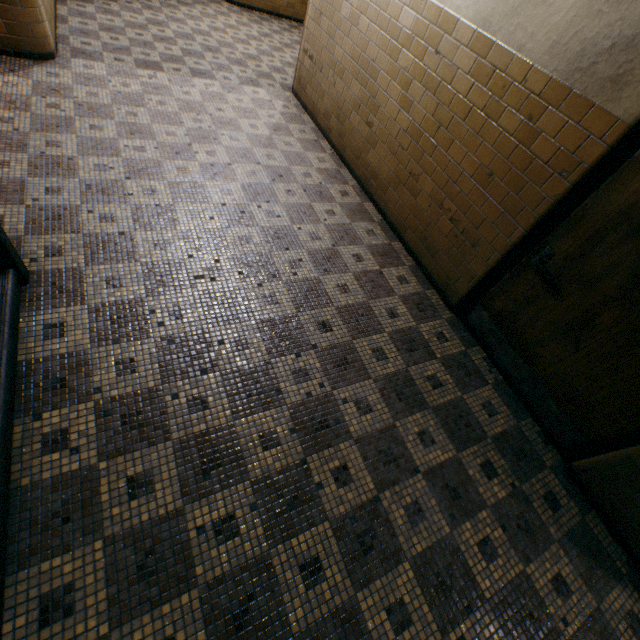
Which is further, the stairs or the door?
the door

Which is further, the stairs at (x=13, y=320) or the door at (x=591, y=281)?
the door at (x=591, y=281)

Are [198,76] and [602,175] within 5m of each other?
no
